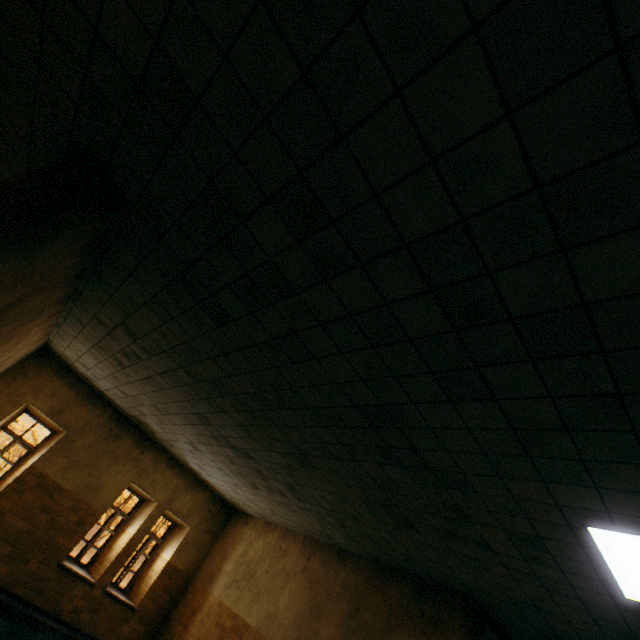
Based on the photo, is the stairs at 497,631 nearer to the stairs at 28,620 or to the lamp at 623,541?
the stairs at 28,620

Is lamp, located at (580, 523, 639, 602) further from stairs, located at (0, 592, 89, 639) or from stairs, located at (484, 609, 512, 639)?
stairs, located at (0, 592, 89, 639)

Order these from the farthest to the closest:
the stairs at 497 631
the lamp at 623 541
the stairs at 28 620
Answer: the stairs at 28 620
the stairs at 497 631
the lamp at 623 541

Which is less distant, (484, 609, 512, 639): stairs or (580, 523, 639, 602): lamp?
(580, 523, 639, 602): lamp

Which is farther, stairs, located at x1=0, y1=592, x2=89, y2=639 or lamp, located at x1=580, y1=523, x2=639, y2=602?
stairs, located at x1=0, y1=592, x2=89, y2=639

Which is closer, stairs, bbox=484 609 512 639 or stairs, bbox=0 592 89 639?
stairs, bbox=484 609 512 639

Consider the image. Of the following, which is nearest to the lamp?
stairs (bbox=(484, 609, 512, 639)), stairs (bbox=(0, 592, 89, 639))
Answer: stairs (bbox=(484, 609, 512, 639))

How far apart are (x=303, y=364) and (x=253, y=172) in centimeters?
181cm
